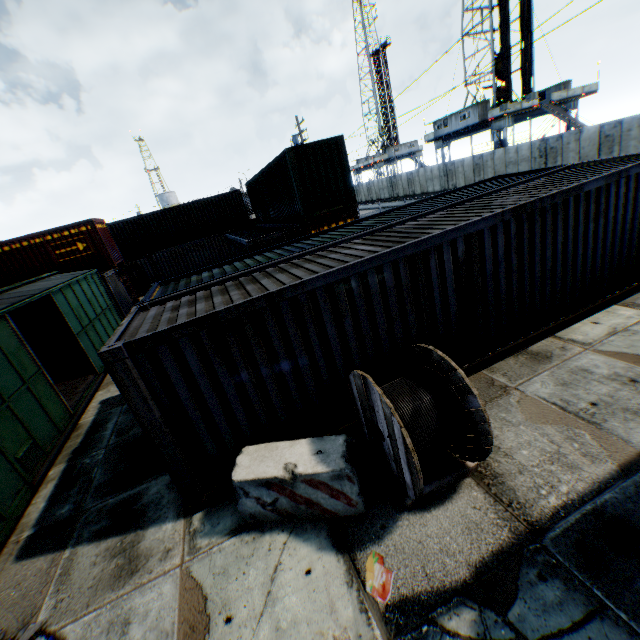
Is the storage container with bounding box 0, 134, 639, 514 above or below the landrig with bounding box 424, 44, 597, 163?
below

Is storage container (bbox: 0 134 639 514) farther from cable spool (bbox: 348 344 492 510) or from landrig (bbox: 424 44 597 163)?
landrig (bbox: 424 44 597 163)

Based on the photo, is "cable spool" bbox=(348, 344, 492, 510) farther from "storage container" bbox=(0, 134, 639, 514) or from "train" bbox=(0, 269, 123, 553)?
"train" bbox=(0, 269, 123, 553)

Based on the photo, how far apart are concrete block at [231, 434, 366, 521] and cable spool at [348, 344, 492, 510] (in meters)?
0.21

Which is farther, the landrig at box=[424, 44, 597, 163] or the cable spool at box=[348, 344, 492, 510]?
the landrig at box=[424, 44, 597, 163]

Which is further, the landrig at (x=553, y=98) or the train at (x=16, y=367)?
the landrig at (x=553, y=98)

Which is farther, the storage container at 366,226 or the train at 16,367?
the train at 16,367

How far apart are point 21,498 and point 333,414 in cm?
620
